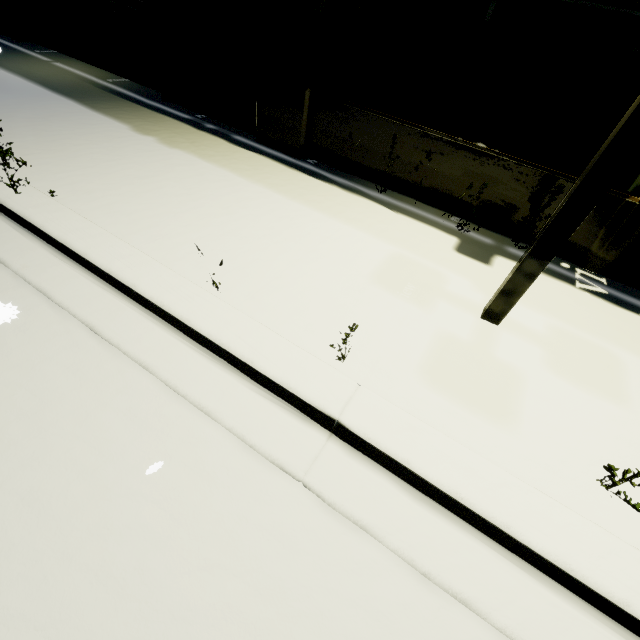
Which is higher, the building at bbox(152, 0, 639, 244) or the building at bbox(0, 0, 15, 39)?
the building at bbox(152, 0, 639, 244)

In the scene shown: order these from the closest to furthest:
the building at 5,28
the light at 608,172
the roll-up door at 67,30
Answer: the light at 608,172 → the roll-up door at 67,30 → the building at 5,28

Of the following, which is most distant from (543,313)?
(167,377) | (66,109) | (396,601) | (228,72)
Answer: (66,109)

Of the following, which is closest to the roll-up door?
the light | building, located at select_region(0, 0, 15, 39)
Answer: building, located at select_region(0, 0, 15, 39)

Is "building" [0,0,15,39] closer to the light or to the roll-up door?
the roll-up door

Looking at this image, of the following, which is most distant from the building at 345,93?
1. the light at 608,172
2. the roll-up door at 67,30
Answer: the light at 608,172

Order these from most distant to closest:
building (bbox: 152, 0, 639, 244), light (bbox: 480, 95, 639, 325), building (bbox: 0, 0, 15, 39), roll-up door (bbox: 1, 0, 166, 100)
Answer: building (bbox: 0, 0, 15, 39)
roll-up door (bbox: 1, 0, 166, 100)
building (bbox: 152, 0, 639, 244)
light (bbox: 480, 95, 639, 325)
